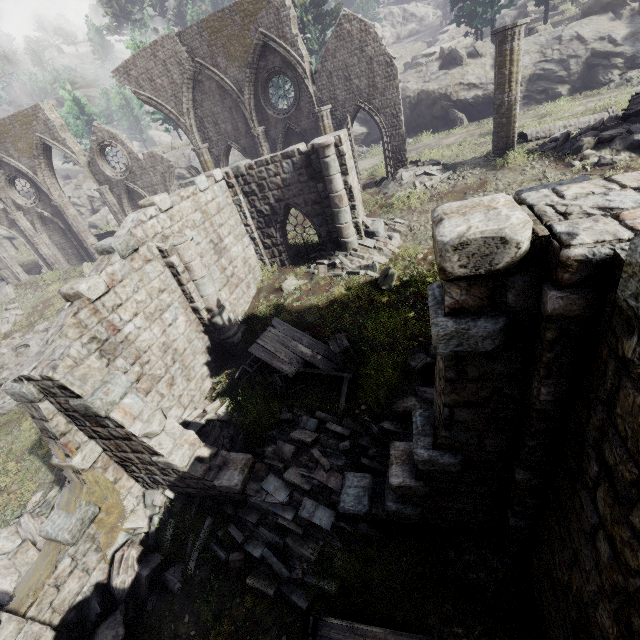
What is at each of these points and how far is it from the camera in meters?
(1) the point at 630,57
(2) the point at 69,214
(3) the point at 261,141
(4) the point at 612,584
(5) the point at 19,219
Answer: (1) rock, 20.2 m
(2) column, 23.1 m
(3) column, 18.3 m
(4) building, 2.5 m
(5) column, 23.5 m

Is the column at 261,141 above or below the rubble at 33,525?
above

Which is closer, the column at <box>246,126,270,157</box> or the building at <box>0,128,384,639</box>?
the building at <box>0,128,384,639</box>

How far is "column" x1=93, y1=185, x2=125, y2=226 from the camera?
21.5 meters

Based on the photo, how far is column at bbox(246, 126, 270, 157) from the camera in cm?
1795

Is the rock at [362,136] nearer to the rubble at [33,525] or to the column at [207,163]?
the column at [207,163]

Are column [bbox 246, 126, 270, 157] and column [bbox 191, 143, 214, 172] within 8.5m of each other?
yes

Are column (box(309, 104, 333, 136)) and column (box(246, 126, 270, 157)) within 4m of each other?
yes
